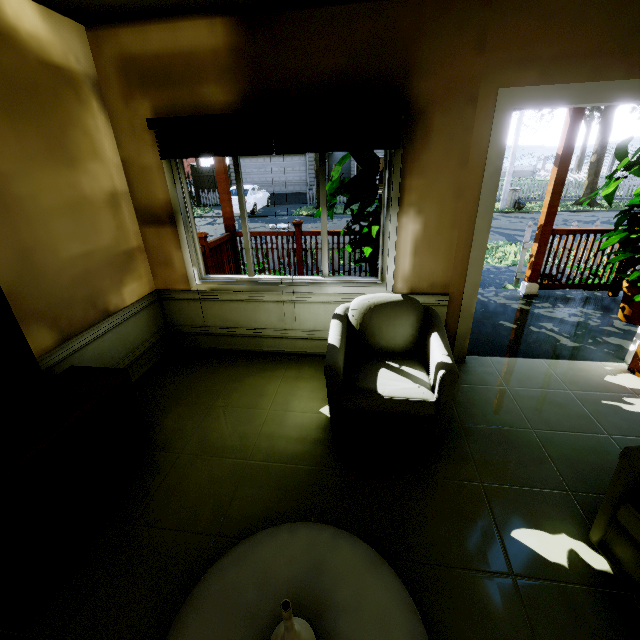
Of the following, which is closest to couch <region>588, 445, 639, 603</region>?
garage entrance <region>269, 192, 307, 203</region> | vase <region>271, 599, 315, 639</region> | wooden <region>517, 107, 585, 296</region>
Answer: vase <region>271, 599, 315, 639</region>

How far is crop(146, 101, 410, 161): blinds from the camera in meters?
2.3 m

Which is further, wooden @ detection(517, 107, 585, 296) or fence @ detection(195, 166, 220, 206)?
fence @ detection(195, 166, 220, 206)

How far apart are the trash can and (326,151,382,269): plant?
15.7 meters

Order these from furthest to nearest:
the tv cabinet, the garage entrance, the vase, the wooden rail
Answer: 1. the garage entrance
2. the wooden rail
3. the tv cabinet
4. the vase

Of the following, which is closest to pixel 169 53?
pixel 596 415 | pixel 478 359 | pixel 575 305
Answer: pixel 478 359

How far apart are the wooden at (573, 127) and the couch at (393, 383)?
2.83m

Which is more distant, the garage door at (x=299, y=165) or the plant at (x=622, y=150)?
the garage door at (x=299, y=165)
